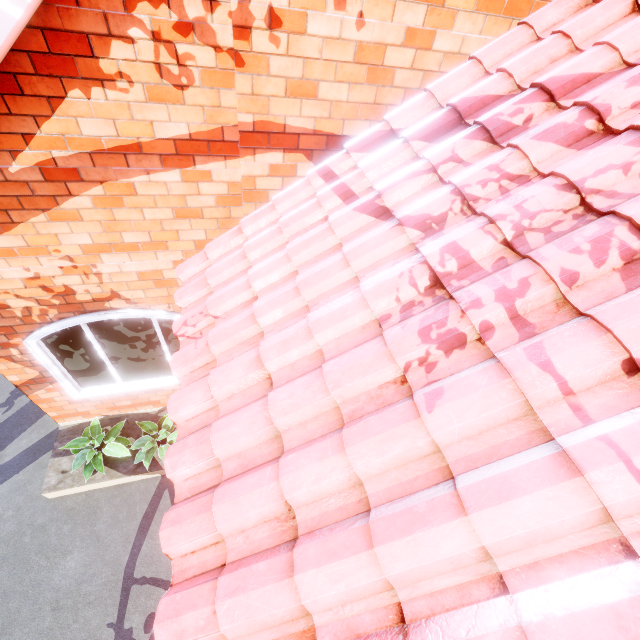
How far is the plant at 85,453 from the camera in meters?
4.5 m

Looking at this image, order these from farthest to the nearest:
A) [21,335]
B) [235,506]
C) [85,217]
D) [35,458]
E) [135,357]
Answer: [35,458] → [135,357] → [21,335] → [85,217] → [235,506]

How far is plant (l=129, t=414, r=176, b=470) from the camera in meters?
4.7
